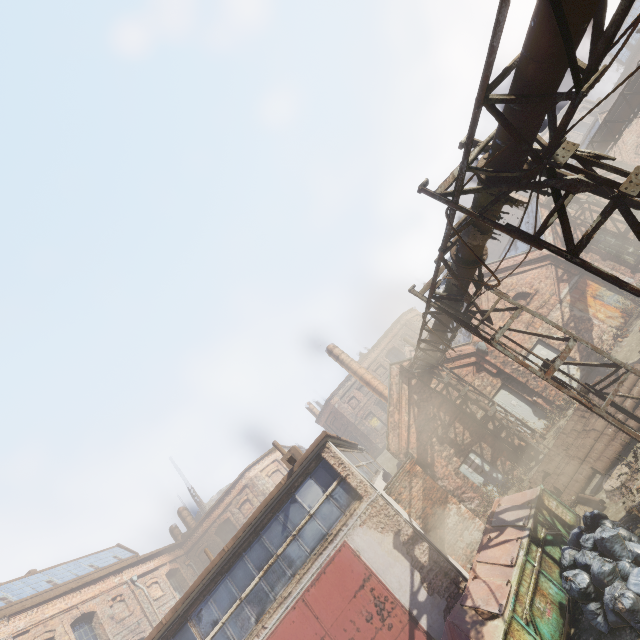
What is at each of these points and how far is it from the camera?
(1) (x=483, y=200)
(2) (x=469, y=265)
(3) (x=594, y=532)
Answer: (1) pipe, 5.4m
(2) pipe, 7.0m
(3) trash bag, 7.1m

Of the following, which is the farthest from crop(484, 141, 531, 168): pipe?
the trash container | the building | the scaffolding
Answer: the building

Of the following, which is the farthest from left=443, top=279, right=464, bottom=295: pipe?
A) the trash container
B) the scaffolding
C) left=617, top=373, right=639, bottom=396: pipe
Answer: the trash container

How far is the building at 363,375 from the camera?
22.80m

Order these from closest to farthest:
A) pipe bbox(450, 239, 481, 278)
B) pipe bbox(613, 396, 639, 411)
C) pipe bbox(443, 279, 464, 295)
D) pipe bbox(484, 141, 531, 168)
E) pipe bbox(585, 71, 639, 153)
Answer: pipe bbox(484, 141, 531, 168) → pipe bbox(450, 239, 481, 278) → pipe bbox(443, 279, 464, 295) → pipe bbox(613, 396, 639, 411) → pipe bbox(585, 71, 639, 153)

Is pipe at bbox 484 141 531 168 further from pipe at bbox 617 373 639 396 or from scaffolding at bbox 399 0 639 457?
pipe at bbox 617 373 639 396

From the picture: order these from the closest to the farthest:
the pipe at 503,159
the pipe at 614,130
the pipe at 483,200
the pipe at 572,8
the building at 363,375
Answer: the pipe at 572,8, the pipe at 503,159, the pipe at 483,200, the pipe at 614,130, the building at 363,375

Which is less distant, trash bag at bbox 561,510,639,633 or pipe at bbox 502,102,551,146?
pipe at bbox 502,102,551,146
